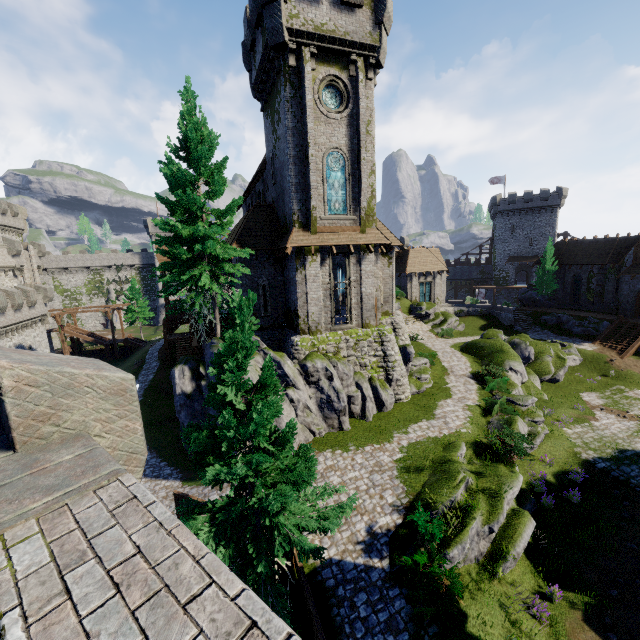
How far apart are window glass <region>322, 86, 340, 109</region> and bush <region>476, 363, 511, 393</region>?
20.8m

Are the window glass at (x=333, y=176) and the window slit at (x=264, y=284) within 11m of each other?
yes

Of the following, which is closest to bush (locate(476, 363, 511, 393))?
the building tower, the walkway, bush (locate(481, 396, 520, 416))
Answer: bush (locate(481, 396, 520, 416))

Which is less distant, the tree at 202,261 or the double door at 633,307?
the tree at 202,261

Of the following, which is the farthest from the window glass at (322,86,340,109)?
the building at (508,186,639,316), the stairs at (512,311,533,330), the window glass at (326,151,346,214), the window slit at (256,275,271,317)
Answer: the building at (508,186,639,316)

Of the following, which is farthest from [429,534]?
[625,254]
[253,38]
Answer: [625,254]

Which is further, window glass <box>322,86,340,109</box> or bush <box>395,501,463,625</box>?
window glass <box>322,86,340,109</box>

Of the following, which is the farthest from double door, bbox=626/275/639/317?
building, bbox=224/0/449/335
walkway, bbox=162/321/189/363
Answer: walkway, bbox=162/321/189/363
